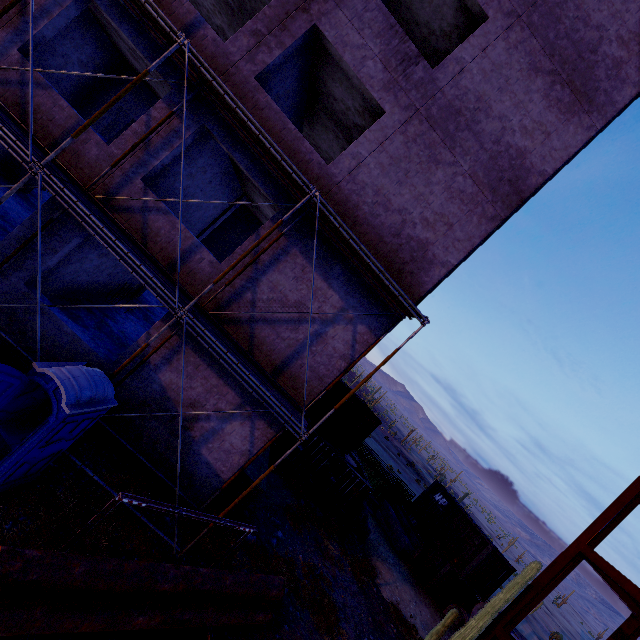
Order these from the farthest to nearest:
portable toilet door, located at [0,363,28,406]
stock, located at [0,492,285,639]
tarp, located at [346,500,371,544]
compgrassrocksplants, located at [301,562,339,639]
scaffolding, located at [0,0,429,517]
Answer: tarp, located at [346,500,371,544]
compgrassrocksplants, located at [301,562,339,639]
scaffolding, located at [0,0,429,517]
portable toilet door, located at [0,363,28,406]
stock, located at [0,492,285,639]

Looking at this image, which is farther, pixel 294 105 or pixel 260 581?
pixel 294 105

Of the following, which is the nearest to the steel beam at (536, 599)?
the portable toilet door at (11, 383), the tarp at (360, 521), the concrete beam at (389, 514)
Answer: the tarp at (360, 521)

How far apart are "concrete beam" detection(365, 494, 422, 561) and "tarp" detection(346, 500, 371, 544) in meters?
4.7

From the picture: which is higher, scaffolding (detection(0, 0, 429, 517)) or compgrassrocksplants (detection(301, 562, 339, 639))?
scaffolding (detection(0, 0, 429, 517))

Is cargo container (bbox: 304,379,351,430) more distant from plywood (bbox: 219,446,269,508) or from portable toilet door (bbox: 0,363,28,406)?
portable toilet door (bbox: 0,363,28,406)

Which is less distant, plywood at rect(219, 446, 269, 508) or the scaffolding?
the scaffolding

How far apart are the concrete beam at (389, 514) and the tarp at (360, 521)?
4.7m
